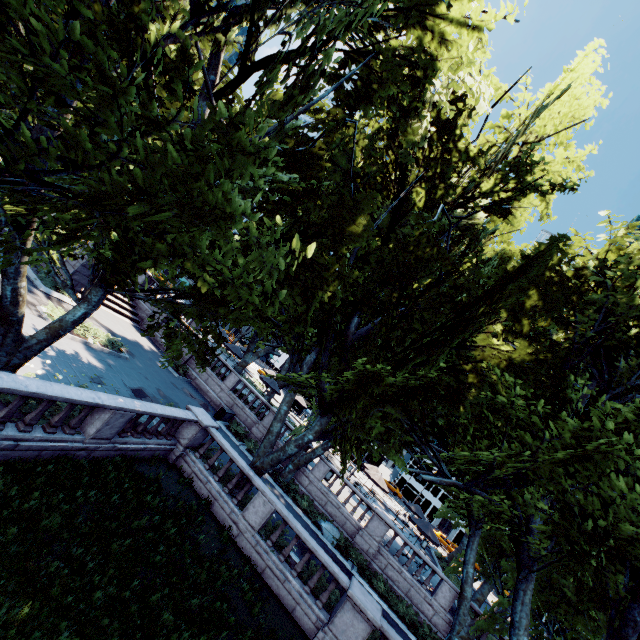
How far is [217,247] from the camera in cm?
763

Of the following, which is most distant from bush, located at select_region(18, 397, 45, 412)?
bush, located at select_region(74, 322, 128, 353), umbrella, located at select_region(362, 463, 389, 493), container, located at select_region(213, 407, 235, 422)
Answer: umbrella, located at select_region(362, 463, 389, 493)

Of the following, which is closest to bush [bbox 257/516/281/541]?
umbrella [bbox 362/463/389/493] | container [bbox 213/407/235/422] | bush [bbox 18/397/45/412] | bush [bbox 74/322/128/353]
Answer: bush [bbox 18/397/45/412]

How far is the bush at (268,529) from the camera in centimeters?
1328cm

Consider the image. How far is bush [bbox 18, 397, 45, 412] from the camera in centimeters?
945cm

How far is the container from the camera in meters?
23.4

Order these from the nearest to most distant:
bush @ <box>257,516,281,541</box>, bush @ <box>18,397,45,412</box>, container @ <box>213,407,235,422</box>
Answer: bush @ <box>18,397,45,412</box> < bush @ <box>257,516,281,541</box> < container @ <box>213,407,235,422</box>

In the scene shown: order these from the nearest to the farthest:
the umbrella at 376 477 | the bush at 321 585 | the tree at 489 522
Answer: the tree at 489 522 < the bush at 321 585 < the umbrella at 376 477
